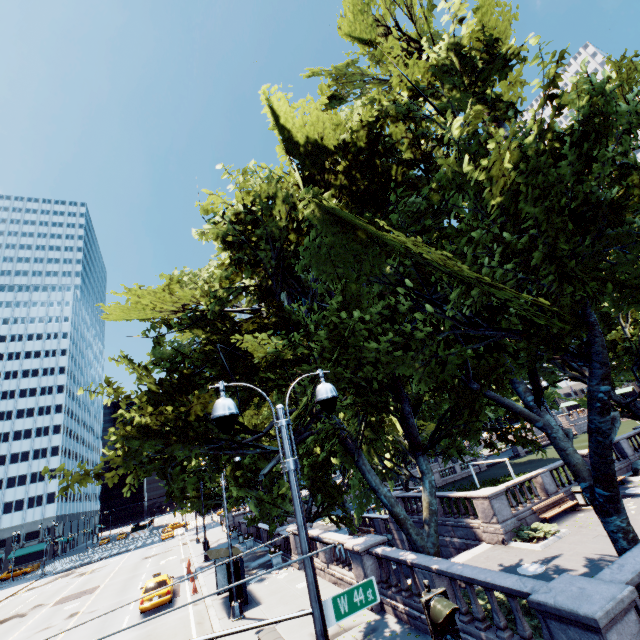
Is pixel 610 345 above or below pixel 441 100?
below

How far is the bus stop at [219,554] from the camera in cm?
1741

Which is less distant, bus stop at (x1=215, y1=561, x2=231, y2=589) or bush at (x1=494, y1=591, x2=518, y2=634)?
bush at (x1=494, y1=591, x2=518, y2=634)

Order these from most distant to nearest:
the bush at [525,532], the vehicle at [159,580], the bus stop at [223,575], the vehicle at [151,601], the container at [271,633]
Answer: the vehicle at [159,580] → the vehicle at [151,601] → the bus stop at [223,575] → the bush at [525,532] → the container at [271,633]

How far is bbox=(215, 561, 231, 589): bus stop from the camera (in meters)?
17.05

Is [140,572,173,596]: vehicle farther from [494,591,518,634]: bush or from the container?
[494,591,518,634]: bush

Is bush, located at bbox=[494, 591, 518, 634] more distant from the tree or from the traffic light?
the traffic light
